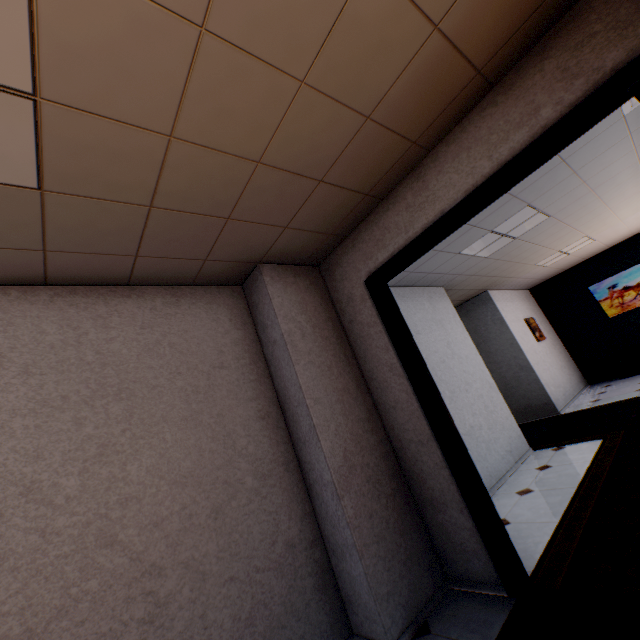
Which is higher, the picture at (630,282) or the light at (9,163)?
the light at (9,163)

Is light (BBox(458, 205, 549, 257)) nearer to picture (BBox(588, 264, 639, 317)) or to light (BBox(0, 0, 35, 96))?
light (BBox(0, 0, 35, 96))

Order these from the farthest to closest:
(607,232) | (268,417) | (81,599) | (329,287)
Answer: (607,232) < (329,287) < (268,417) < (81,599)

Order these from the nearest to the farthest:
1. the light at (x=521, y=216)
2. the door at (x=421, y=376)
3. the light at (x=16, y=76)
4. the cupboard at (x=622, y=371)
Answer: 1. the light at (x=16, y=76)
2. the door at (x=421, y=376)
3. the light at (x=521, y=216)
4. the cupboard at (x=622, y=371)

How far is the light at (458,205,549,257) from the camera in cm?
415

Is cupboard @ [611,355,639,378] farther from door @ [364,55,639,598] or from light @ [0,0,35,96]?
light @ [0,0,35,96]

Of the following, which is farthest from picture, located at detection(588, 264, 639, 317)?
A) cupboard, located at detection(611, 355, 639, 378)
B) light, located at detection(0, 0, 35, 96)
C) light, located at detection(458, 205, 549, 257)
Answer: light, located at detection(0, 0, 35, 96)
